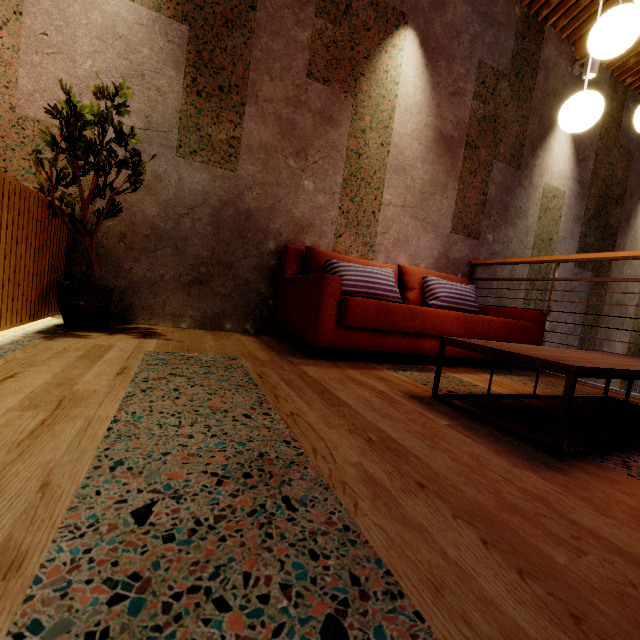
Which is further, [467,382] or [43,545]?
[467,382]

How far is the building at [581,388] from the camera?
2.3m

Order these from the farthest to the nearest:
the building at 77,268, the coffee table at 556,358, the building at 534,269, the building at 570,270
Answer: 1. the building at 570,270
2. the building at 534,269
3. the building at 77,268
4. the coffee table at 556,358

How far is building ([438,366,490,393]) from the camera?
1.9 meters

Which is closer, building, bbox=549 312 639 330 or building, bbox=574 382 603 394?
building, bbox=574 382 603 394

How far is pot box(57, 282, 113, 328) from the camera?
2.1 meters

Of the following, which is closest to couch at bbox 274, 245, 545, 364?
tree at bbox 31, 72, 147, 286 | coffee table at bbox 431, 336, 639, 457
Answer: coffee table at bbox 431, 336, 639, 457

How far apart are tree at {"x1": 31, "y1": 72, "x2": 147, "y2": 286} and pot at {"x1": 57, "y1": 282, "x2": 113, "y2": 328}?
0.1 meters
